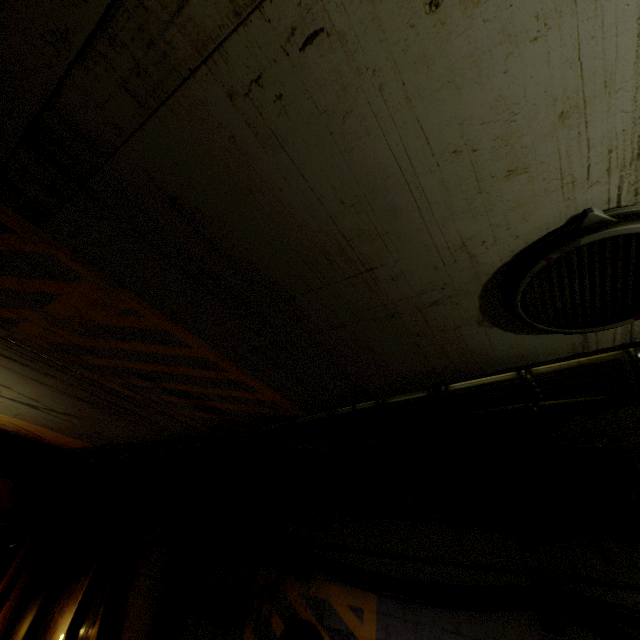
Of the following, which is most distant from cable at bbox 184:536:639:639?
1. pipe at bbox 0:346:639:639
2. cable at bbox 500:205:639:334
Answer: cable at bbox 500:205:639:334

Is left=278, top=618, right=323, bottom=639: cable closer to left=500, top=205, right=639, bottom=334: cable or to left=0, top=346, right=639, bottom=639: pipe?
left=0, top=346, right=639, bottom=639: pipe

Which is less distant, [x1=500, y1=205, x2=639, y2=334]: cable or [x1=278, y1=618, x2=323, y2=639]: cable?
[x1=500, y1=205, x2=639, y2=334]: cable

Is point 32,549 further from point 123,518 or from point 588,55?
point 588,55

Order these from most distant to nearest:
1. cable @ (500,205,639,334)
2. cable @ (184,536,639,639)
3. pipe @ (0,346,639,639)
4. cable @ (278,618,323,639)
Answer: cable @ (278,618,323,639)
cable @ (184,536,639,639)
pipe @ (0,346,639,639)
cable @ (500,205,639,334)

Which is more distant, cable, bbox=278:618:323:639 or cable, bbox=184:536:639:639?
cable, bbox=278:618:323:639

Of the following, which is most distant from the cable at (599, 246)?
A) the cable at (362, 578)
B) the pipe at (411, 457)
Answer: the cable at (362, 578)
